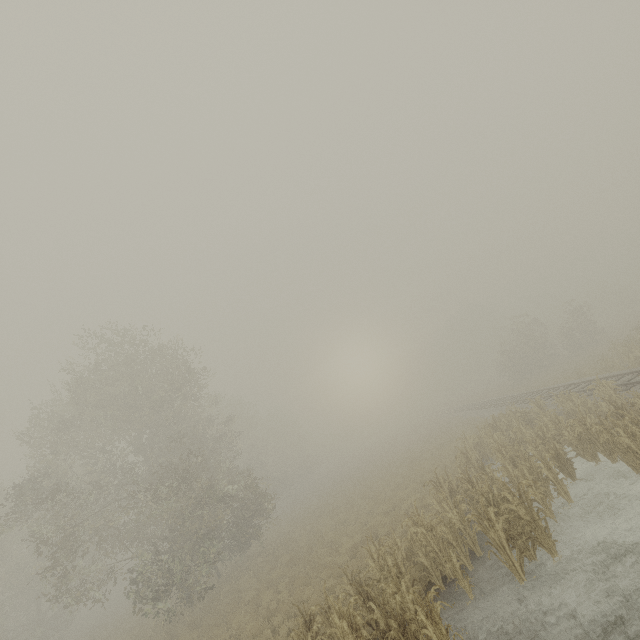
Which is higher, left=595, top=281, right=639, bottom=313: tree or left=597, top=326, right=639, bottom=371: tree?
left=595, top=281, right=639, bottom=313: tree

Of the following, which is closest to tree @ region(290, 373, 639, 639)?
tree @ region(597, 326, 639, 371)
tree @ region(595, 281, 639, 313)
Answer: tree @ region(597, 326, 639, 371)

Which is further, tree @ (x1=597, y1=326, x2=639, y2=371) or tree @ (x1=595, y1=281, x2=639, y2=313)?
tree @ (x1=595, y1=281, x2=639, y2=313)

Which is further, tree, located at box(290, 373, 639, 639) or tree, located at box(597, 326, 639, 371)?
tree, located at box(597, 326, 639, 371)

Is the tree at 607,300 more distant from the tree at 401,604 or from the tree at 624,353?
the tree at 401,604

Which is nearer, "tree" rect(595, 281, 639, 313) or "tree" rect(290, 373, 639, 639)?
"tree" rect(290, 373, 639, 639)

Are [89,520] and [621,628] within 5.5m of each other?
no

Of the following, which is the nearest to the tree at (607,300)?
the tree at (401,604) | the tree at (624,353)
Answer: the tree at (624,353)
